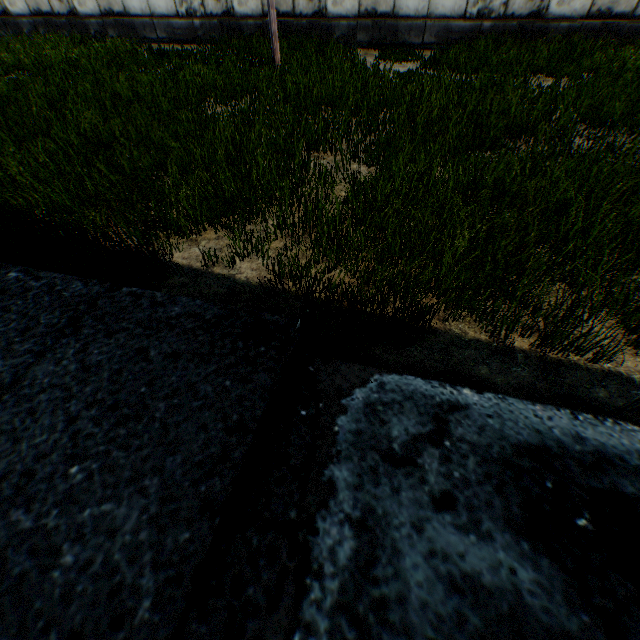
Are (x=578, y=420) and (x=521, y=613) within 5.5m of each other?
yes
